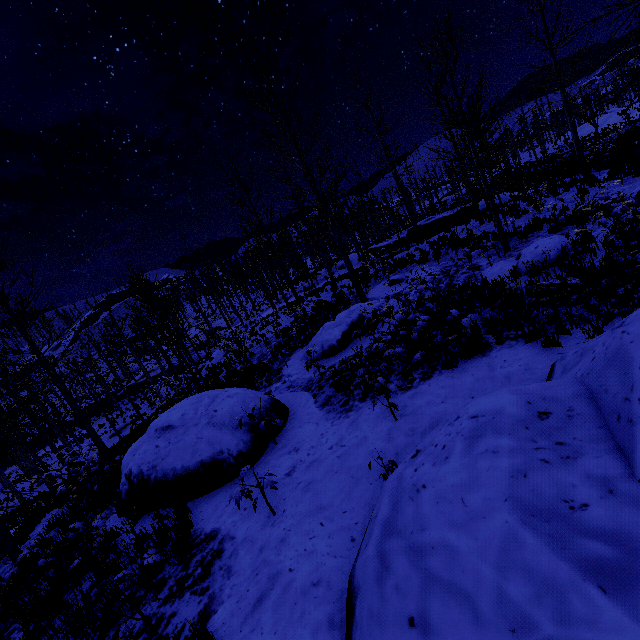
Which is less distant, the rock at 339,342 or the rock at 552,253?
the rock at 552,253

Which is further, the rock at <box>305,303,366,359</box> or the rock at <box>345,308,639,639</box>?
the rock at <box>305,303,366,359</box>

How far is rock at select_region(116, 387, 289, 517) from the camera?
6.11m

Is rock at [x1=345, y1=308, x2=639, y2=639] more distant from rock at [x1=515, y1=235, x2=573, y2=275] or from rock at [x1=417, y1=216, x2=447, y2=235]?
rock at [x1=417, y1=216, x2=447, y2=235]

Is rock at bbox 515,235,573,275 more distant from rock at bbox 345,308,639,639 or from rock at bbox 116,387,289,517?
rock at bbox 116,387,289,517

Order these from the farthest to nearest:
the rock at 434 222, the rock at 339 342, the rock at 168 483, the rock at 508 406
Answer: the rock at 434 222 < the rock at 339 342 < the rock at 168 483 < the rock at 508 406

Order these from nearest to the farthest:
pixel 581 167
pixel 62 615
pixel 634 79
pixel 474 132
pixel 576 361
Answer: Answer:
pixel 576 361
pixel 62 615
pixel 634 79
pixel 581 167
pixel 474 132

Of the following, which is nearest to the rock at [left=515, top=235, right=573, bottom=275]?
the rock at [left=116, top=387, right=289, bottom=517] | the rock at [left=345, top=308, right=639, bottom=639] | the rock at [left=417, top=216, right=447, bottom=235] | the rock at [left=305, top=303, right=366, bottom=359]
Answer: the rock at [left=305, top=303, right=366, bottom=359]
